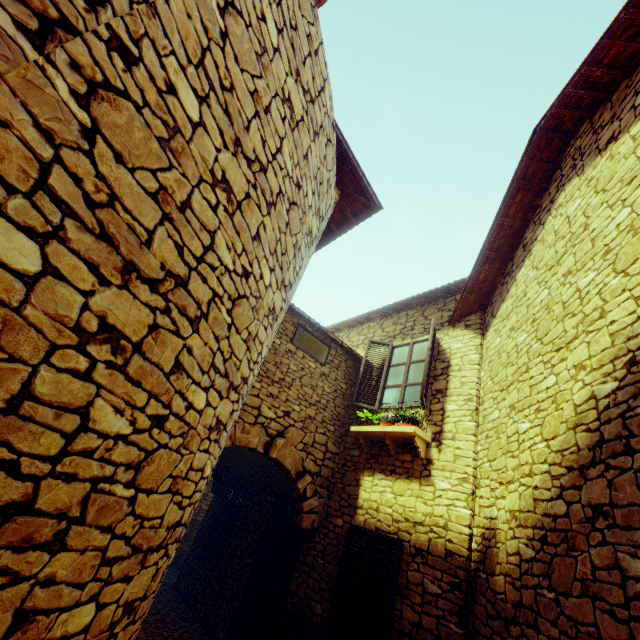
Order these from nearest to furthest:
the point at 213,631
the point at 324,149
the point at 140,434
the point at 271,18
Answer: the point at 140,434 < the point at 271,18 < the point at 324,149 < the point at 213,631

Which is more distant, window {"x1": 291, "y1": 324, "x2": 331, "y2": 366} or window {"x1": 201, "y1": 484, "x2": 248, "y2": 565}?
window {"x1": 201, "y1": 484, "x2": 248, "y2": 565}

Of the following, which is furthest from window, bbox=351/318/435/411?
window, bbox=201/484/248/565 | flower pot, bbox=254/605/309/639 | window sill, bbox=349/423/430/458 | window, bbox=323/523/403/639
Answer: window, bbox=201/484/248/565

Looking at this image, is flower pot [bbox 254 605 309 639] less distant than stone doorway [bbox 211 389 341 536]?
Yes

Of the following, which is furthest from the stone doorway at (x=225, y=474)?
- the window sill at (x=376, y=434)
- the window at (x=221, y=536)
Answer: the window at (x=221, y=536)

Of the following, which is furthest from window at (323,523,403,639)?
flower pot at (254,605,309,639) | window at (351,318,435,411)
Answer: window at (351,318,435,411)

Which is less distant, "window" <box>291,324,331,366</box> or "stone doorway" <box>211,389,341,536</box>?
"stone doorway" <box>211,389,341,536</box>

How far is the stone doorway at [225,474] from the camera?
5.7 meters
